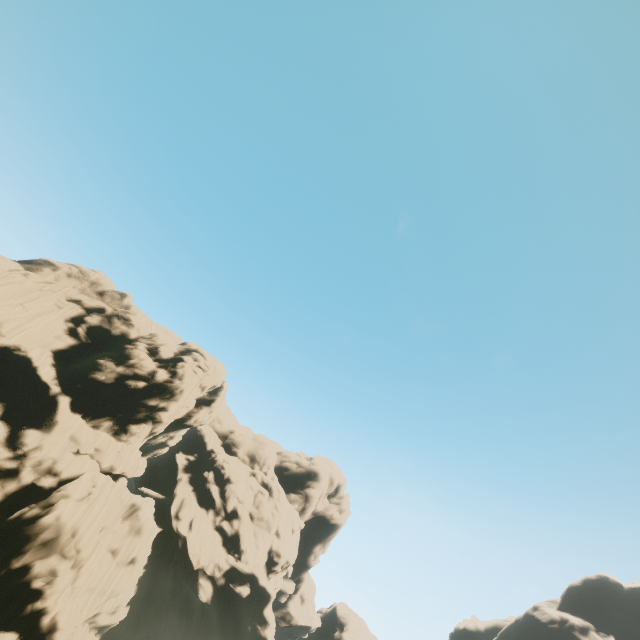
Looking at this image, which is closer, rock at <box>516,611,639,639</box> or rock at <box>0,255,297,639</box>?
rock at <box>0,255,297,639</box>

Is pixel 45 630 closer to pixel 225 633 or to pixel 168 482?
pixel 225 633

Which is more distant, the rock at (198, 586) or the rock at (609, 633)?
the rock at (609, 633)
